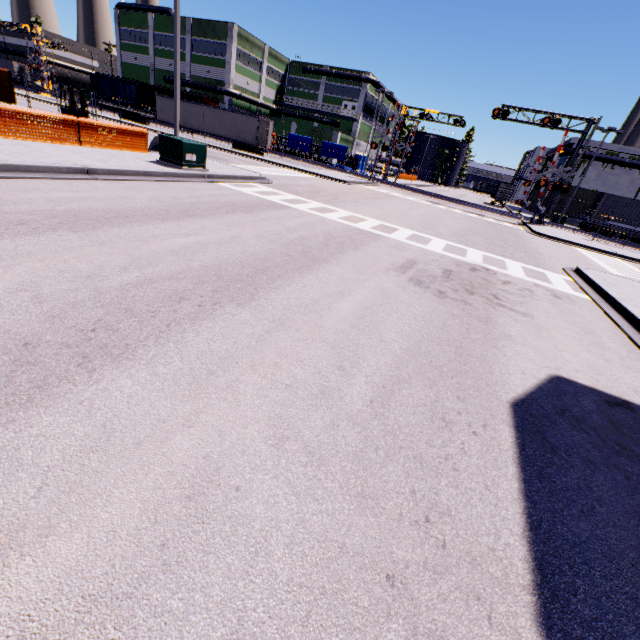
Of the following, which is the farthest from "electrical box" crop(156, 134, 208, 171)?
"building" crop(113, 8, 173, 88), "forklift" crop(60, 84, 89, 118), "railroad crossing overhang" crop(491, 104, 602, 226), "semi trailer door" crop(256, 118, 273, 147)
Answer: "railroad crossing overhang" crop(491, 104, 602, 226)

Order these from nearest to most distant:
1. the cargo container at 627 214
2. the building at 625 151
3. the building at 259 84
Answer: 1. the cargo container at 627 214
2. the building at 625 151
3. the building at 259 84

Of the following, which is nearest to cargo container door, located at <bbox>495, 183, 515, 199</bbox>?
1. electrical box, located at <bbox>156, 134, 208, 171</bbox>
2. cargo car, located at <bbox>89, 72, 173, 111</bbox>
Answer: cargo car, located at <bbox>89, 72, 173, 111</bbox>

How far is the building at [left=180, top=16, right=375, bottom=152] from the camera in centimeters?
4825cm

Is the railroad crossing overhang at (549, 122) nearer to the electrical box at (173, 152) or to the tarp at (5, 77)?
the tarp at (5, 77)

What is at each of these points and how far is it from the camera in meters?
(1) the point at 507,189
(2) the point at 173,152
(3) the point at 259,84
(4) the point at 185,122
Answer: (1) cargo container door, 49.9
(2) electrical box, 13.2
(3) building, 55.0
(4) semi trailer, 37.3

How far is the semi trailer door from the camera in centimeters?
3351cm

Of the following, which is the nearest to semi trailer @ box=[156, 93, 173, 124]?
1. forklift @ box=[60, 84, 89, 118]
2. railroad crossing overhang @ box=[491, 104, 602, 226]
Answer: railroad crossing overhang @ box=[491, 104, 602, 226]
